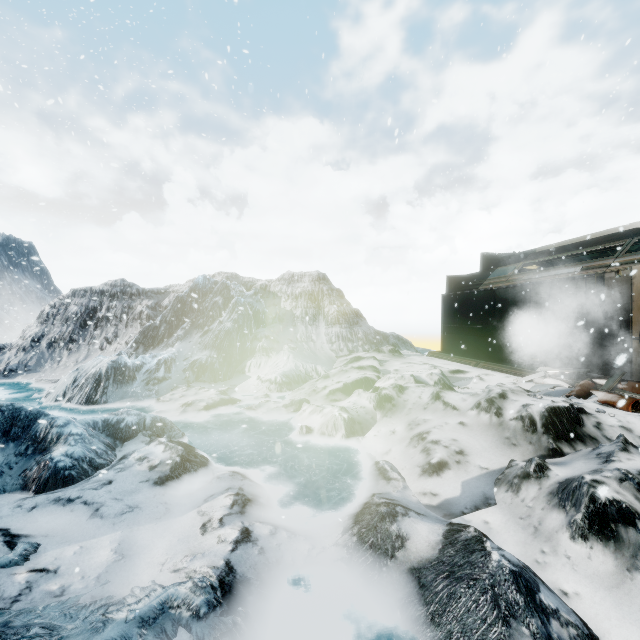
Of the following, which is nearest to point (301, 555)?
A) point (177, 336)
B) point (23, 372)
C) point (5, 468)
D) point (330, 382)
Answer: point (5, 468)
